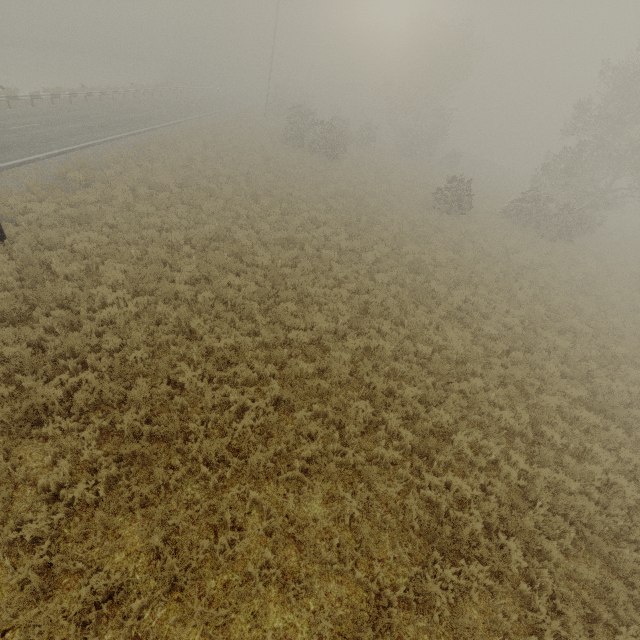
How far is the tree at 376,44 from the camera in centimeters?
3259cm

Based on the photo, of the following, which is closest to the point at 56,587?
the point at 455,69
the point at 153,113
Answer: the point at 153,113

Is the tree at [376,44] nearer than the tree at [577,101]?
No

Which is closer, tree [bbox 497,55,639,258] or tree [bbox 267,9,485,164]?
tree [bbox 497,55,639,258]

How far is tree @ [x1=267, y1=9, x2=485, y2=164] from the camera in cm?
3259
